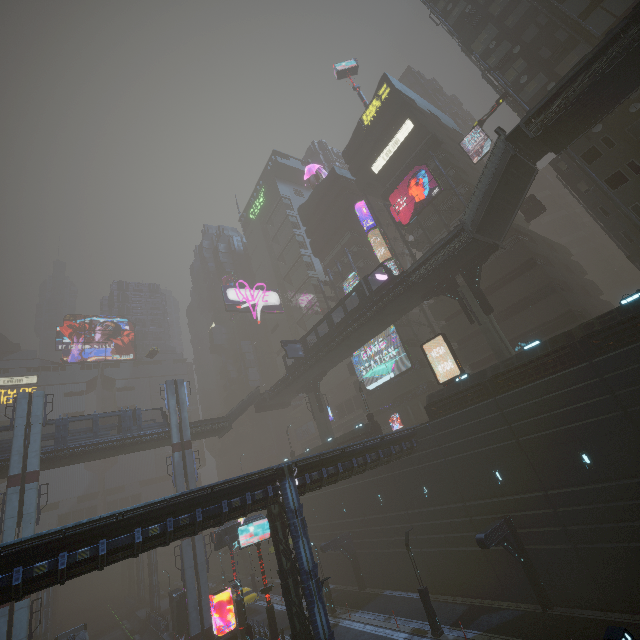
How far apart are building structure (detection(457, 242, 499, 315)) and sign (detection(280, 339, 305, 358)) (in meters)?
21.04

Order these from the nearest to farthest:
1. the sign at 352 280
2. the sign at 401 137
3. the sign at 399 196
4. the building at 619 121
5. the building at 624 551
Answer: the building at 624 551
the building at 619 121
the sign at 399 196
the sign at 401 137
the sign at 352 280

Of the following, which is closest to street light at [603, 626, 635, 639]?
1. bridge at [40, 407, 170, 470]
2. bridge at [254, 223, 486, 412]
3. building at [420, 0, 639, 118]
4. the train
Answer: building at [420, 0, 639, 118]

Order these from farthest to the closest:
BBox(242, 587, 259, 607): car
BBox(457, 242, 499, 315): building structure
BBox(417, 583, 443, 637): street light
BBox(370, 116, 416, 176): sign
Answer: BBox(370, 116, 416, 176): sign
BBox(242, 587, 259, 607): car
BBox(457, 242, 499, 315): building structure
BBox(417, 583, 443, 637): street light

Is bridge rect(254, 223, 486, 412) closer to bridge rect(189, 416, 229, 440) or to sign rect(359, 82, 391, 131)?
bridge rect(189, 416, 229, 440)

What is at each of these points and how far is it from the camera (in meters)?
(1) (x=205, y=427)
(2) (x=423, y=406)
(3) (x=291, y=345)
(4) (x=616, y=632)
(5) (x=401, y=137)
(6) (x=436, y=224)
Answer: (1) bridge, 42.12
(2) building, 38.94
(3) sign, 40.91
(4) street light, 7.50
(5) sign, 42.09
(6) building, 39.19

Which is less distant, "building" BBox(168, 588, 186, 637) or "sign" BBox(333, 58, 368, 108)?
"building" BBox(168, 588, 186, 637)

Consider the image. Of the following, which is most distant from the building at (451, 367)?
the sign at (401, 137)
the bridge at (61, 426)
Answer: the bridge at (61, 426)
